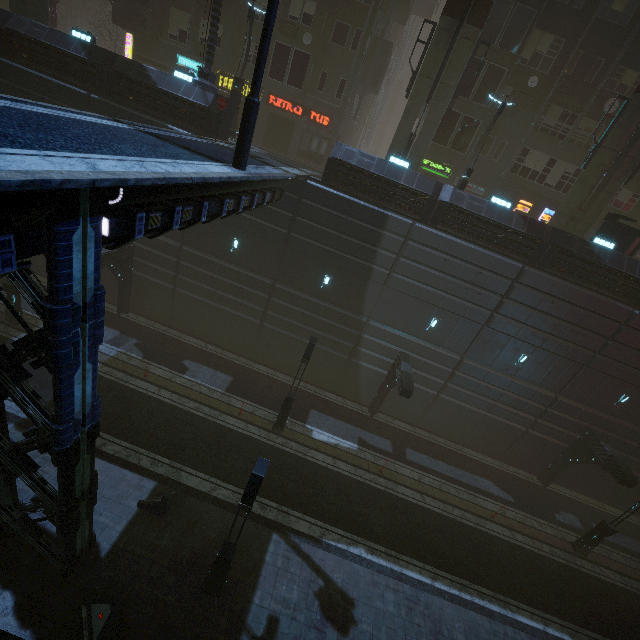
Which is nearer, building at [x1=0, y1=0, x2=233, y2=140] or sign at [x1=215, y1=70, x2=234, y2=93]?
building at [x1=0, y1=0, x2=233, y2=140]

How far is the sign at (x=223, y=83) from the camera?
24.67m

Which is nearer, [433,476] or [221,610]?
[221,610]

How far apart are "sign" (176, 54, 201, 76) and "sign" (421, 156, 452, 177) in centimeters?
1815cm

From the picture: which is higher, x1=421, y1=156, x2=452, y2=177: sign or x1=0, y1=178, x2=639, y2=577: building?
x1=421, y1=156, x2=452, y2=177: sign

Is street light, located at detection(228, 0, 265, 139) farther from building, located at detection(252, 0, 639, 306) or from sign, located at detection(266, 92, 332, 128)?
sign, located at detection(266, 92, 332, 128)

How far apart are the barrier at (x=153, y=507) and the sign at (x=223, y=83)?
26.6m

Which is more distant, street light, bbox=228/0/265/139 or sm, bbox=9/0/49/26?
sm, bbox=9/0/49/26
